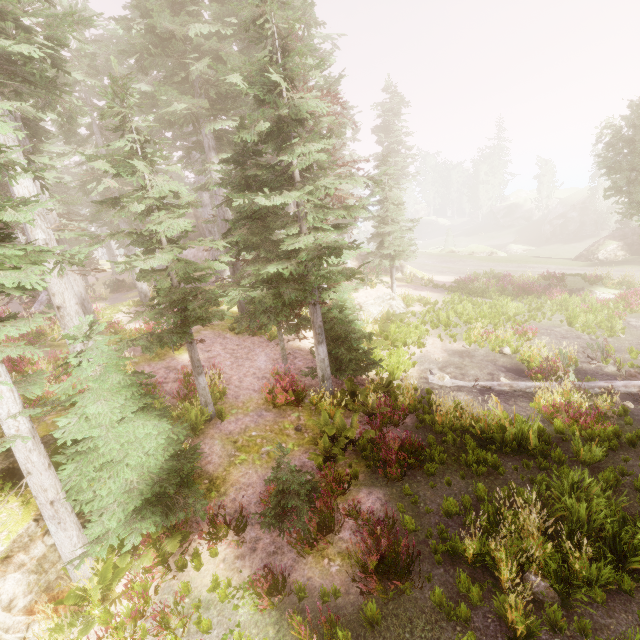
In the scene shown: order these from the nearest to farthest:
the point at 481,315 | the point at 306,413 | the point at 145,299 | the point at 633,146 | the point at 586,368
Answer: the point at 306,413 → the point at 586,368 → the point at 481,315 → the point at 633,146 → the point at 145,299

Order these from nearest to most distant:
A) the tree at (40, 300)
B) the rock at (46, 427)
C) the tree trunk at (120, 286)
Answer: the rock at (46, 427) → the tree at (40, 300) → the tree trunk at (120, 286)

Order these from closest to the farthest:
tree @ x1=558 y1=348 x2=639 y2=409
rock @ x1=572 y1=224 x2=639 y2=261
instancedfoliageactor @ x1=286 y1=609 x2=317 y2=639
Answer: instancedfoliageactor @ x1=286 y1=609 x2=317 y2=639 < tree @ x1=558 y1=348 x2=639 y2=409 < rock @ x1=572 y1=224 x2=639 y2=261

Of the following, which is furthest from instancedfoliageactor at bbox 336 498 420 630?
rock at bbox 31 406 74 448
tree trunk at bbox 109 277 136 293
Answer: tree trunk at bbox 109 277 136 293

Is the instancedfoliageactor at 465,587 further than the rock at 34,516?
→ No

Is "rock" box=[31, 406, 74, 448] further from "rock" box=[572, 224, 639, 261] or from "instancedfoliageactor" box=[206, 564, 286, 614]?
"rock" box=[572, 224, 639, 261]

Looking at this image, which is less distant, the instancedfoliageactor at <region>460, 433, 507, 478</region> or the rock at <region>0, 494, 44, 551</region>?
the rock at <region>0, 494, 44, 551</region>

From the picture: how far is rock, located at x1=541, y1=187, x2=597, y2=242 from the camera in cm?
5175
